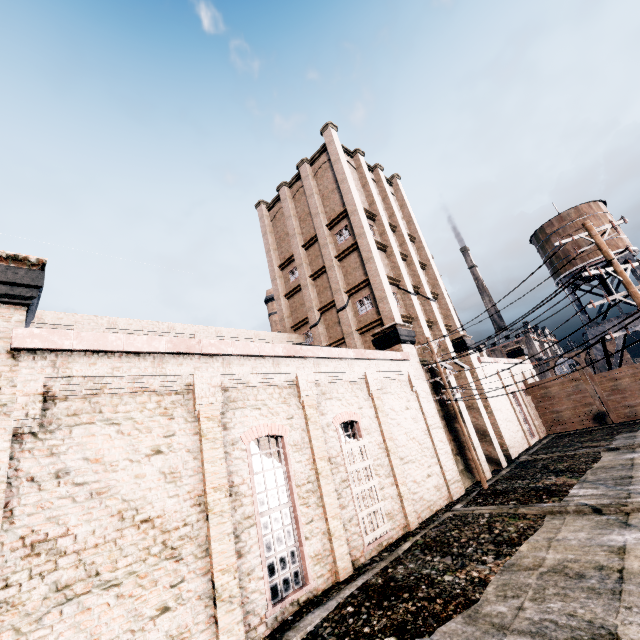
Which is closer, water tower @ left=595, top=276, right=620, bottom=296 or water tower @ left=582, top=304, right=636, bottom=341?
water tower @ left=595, top=276, right=620, bottom=296

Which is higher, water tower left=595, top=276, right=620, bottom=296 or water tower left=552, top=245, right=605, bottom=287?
water tower left=552, top=245, right=605, bottom=287

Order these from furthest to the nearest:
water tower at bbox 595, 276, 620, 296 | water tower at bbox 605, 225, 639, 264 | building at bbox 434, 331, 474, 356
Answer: water tower at bbox 605, 225, 639, 264 < water tower at bbox 595, 276, 620, 296 < building at bbox 434, 331, 474, 356

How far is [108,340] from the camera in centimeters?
854cm

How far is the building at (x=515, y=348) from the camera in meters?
24.2
